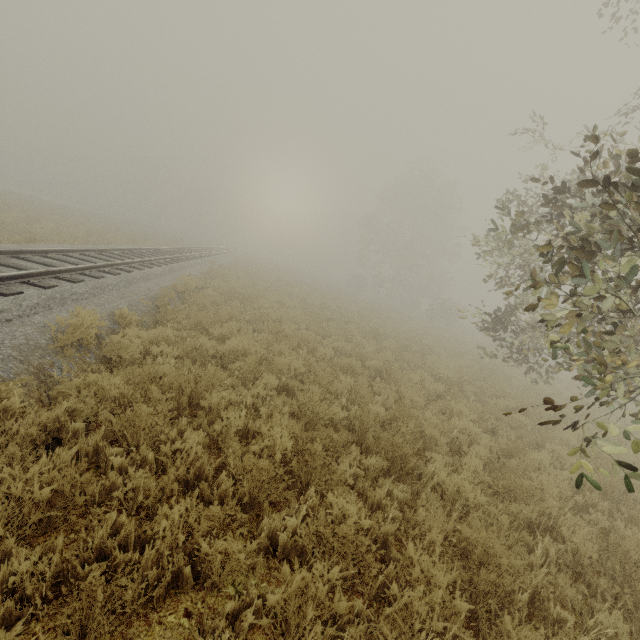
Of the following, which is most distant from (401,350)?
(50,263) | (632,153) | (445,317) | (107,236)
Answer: (445,317)
